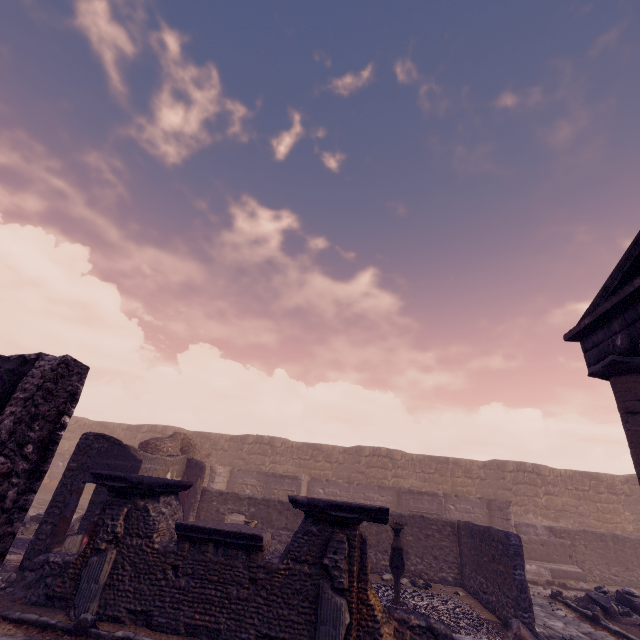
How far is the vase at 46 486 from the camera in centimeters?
1868cm

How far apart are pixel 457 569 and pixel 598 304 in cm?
972

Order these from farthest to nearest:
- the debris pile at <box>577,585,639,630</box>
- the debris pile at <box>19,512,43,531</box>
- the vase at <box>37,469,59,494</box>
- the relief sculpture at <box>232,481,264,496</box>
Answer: the vase at <box>37,469,59,494</box>
the relief sculpture at <box>232,481,264,496</box>
the debris pile at <box>19,512,43,531</box>
the debris pile at <box>577,585,639,630</box>

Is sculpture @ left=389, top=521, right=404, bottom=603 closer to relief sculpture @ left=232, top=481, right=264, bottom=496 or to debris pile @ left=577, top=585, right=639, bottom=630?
debris pile @ left=577, top=585, right=639, bottom=630

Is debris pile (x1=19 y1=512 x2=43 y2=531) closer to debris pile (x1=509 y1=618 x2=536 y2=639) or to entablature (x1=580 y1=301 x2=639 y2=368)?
debris pile (x1=509 y1=618 x2=536 y2=639)

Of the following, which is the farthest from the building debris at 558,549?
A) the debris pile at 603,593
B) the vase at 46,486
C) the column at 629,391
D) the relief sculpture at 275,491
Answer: the vase at 46,486

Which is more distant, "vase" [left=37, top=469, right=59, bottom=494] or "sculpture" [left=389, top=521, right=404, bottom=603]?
"vase" [left=37, top=469, right=59, bottom=494]

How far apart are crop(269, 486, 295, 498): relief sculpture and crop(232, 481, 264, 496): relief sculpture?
1.8m
